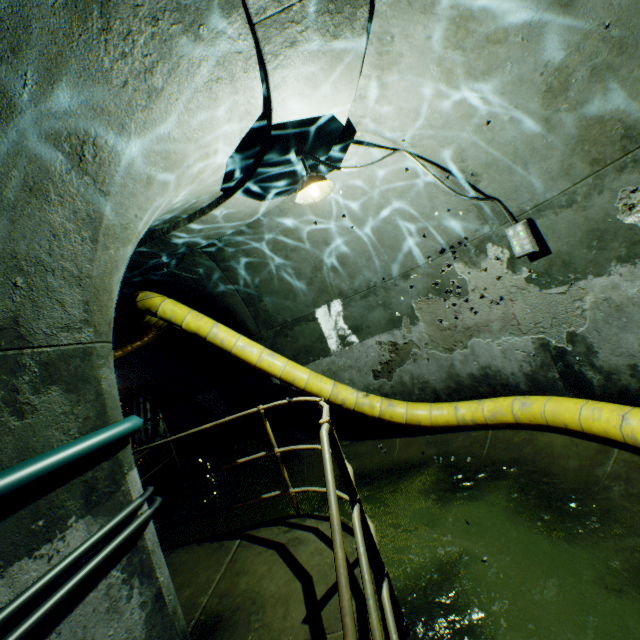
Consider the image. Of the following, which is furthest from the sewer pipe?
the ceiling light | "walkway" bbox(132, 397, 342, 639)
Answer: the ceiling light

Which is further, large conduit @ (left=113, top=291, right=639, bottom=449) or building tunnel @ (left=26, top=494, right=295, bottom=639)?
large conduit @ (left=113, top=291, right=639, bottom=449)

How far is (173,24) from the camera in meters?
1.9 m

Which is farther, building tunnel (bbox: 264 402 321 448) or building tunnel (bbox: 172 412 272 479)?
building tunnel (bbox: 172 412 272 479)

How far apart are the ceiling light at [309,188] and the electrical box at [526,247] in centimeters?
222cm

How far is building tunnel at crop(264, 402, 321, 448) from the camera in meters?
6.8

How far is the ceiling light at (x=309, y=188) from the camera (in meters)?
3.37
